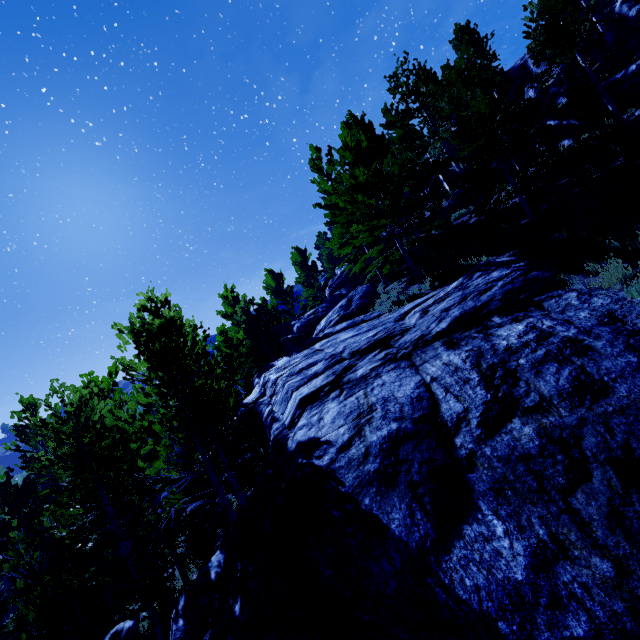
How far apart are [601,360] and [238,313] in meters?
18.6

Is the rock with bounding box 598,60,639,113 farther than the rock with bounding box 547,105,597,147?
No

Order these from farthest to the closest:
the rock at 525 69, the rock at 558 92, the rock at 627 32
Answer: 1. the rock at 525 69
2. the rock at 558 92
3. the rock at 627 32

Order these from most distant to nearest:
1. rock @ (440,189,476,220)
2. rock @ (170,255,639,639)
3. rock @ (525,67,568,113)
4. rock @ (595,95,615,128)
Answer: rock @ (525,67,568,113), rock @ (440,189,476,220), rock @ (595,95,615,128), rock @ (170,255,639,639)

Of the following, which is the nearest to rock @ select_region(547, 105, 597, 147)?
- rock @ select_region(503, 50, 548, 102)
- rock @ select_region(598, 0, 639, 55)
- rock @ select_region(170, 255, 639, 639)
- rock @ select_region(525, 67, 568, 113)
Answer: rock @ select_region(598, 0, 639, 55)

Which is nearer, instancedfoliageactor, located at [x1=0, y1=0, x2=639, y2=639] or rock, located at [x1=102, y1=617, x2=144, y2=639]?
instancedfoliageactor, located at [x1=0, y1=0, x2=639, y2=639]

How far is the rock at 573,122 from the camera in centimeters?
1515cm
